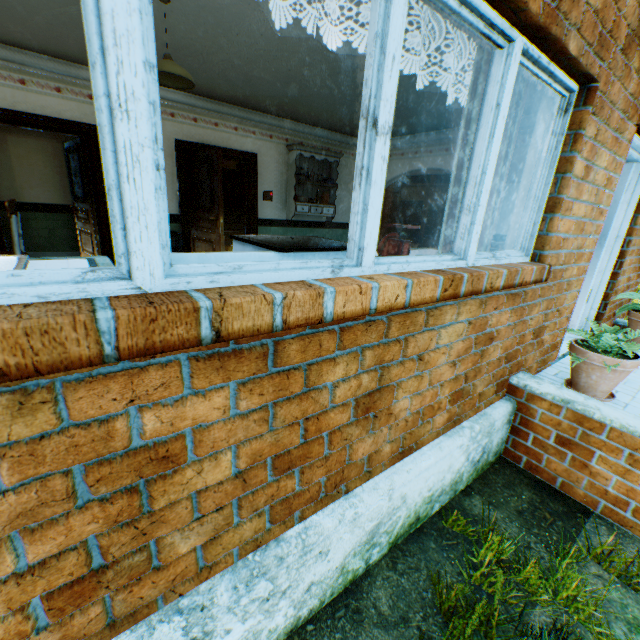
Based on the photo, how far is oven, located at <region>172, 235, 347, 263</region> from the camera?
1.27m

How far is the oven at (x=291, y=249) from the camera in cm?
127

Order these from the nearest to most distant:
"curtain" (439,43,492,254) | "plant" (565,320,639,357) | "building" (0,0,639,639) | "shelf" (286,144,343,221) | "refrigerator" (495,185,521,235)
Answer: "building" (0,0,639,639), "curtain" (439,43,492,254), "plant" (565,320,639,357), "refrigerator" (495,185,521,235), "shelf" (286,144,343,221)

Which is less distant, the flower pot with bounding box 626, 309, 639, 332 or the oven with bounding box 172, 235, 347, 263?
the oven with bounding box 172, 235, 347, 263

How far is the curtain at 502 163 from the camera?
2.2 meters

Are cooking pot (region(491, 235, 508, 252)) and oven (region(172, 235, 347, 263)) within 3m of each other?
yes

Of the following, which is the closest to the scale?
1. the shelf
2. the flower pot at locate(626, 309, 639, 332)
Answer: the flower pot at locate(626, 309, 639, 332)

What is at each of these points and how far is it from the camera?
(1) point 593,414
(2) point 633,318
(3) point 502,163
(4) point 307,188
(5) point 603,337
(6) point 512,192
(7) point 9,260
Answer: (1) stairs, 2.33m
(2) flower pot, 4.19m
(3) curtain, 2.33m
(4) shelf, 7.85m
(5) plant, 2.75m
(6) refrigerator, 5.29m
(7) cabinet, 1.34m
